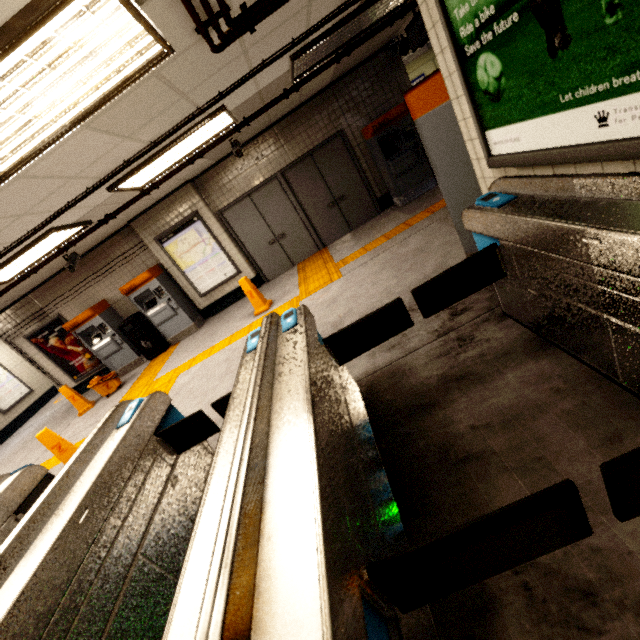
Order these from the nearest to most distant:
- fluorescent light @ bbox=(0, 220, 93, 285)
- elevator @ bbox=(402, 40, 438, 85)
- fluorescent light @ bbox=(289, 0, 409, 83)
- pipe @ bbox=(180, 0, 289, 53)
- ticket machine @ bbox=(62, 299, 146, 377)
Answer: pipe @ bbox=(180, 0, 289, 53) → fluorescent light @ bbox=(289, 0, 409, 83) → fluorescent light @ bbox=(0, 220, 93, 285) → ticket machine @ bbox=(62, 299, 146, 377) → elevator @ bbox=(402, 40, 438, 85)

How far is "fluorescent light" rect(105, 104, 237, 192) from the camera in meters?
4.2 m

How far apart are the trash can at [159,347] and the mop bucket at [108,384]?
0.7m

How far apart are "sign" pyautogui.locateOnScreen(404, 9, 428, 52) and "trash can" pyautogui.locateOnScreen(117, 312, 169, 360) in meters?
8.1

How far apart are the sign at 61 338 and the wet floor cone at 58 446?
4.53m

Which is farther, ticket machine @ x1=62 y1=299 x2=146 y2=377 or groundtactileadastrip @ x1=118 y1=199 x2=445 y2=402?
ticket machine @ x1=62 y1=299 x2=146 y2=377

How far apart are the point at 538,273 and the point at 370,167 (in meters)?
6.75

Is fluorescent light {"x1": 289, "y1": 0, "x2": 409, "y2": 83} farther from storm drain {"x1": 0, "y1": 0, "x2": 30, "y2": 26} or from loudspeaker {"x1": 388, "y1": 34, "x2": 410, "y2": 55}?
loudspeaker {"x1": 388, "y1": 34, "x2": 410, "y2": 55}
